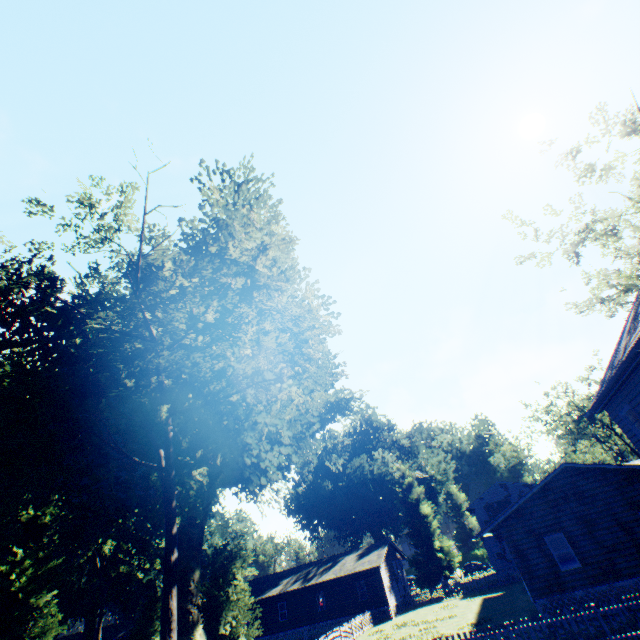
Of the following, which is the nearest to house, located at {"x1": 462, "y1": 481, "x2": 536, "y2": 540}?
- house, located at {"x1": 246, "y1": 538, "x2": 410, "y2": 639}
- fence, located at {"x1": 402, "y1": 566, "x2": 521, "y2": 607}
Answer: fence, located at {"x1": 402, "y1": 566, "x2": 521, "y2": 607}

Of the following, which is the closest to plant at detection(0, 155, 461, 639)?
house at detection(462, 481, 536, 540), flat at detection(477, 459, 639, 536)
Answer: house at detection(462, 481, 536, 540)

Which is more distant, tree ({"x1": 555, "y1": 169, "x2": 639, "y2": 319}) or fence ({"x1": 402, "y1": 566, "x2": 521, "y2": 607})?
fence ({"x1": 402, "y1": 566, "x2": 521, "y2": 607})

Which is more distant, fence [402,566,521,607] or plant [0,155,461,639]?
fence [402,566,521,607]

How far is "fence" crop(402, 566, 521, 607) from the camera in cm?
3428

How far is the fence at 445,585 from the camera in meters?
34.3 m

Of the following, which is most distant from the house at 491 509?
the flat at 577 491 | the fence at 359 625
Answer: the fence at 359 625

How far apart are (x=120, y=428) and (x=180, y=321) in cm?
1377
